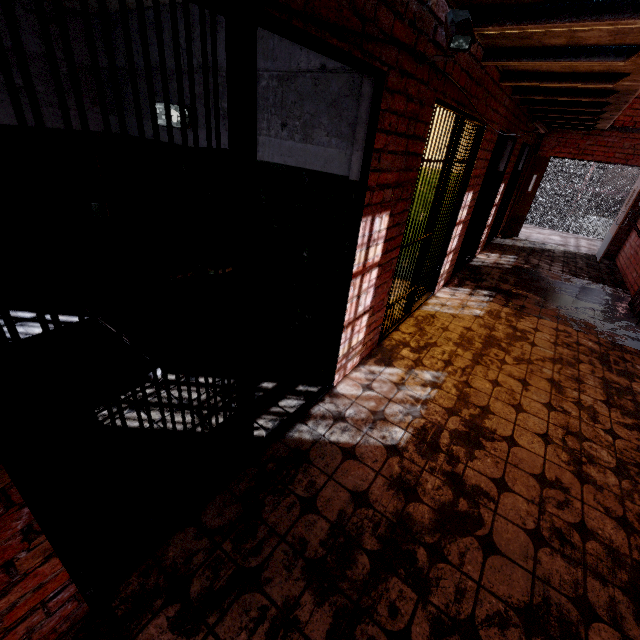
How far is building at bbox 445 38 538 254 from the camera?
2.8 meters

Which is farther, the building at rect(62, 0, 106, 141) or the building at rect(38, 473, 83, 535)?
the building at rect(62, 0, 106, 141)

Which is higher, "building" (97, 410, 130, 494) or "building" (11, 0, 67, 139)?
"building" (11, 0, 67, 139)

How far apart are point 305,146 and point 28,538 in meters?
2.7 m

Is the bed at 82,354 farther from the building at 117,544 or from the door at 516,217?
the door at 516,217

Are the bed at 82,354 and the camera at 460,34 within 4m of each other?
yes

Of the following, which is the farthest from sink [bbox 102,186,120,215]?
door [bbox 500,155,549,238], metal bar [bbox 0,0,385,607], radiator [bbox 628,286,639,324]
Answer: door [bbox 500,155,549,238]

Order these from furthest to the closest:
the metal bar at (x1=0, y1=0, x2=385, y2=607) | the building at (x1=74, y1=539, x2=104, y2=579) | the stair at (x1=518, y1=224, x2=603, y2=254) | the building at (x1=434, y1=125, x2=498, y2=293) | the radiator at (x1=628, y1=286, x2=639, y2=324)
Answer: the stair at (x1=518, y1=224, x2=603, y2=254), the radiator at (x1=628, y1=286, x2=639, y2=324), the building at (x1=434, y1=125, x2=498, y2=293), the building at (x1=74, y1=539, x2=104, y2=579), the metal bar at (x1=0, y1=0, x2=385, y2=607)
